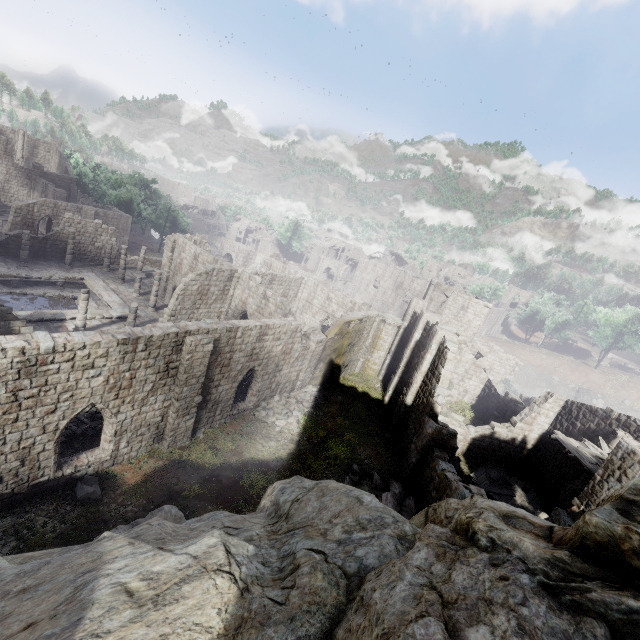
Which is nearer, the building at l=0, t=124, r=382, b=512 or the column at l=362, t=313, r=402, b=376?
the building at l=0, t=124, r=382, b=512

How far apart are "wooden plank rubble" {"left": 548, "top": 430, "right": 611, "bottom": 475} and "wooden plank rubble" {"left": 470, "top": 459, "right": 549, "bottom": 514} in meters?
5.0 m

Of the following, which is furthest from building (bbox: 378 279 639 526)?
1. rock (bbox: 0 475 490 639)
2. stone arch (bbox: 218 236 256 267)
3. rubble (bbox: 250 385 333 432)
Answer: stone arch (bbox: 218 236 256 267)

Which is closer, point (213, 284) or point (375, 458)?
point (375, 458)

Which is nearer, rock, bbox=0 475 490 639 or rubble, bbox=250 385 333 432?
rock, bbox=0 475 490 639

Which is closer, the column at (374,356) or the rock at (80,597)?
the rock at (80,597)

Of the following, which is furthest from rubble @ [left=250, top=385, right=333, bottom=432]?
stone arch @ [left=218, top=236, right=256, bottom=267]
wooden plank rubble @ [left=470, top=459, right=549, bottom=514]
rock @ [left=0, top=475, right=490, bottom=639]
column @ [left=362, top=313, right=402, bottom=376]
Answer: stone arch @ [left=218, top=236, right=256, bottom=267]

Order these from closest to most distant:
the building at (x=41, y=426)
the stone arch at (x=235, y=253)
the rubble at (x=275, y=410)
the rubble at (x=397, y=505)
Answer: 1. the building at (x=41, y=426)
2. the rubble at (x=397, y=505)
3. the rubble at (x=275, y=410)
4. the stone arch at (x=235, y=253)
